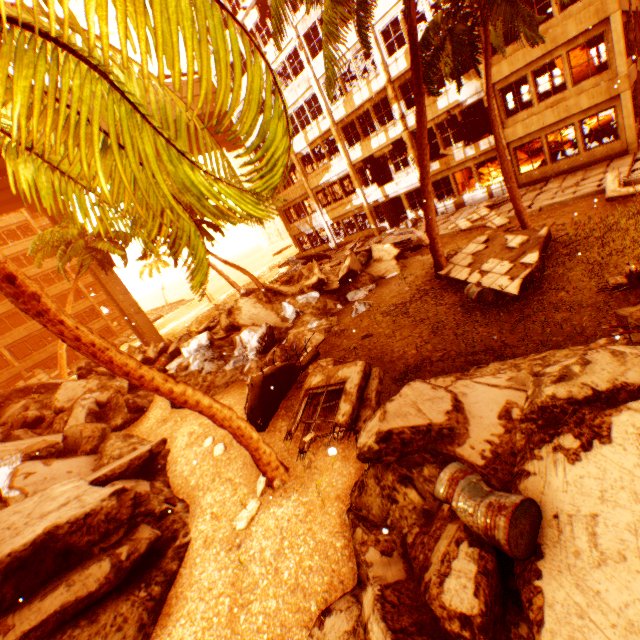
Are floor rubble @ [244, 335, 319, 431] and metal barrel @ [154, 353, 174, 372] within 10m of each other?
yes

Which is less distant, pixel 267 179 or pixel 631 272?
pixel 267 179

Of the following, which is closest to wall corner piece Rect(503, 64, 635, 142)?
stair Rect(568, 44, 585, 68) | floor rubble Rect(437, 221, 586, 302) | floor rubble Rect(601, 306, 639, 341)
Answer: stair Rect(568, 44, 585, 68)

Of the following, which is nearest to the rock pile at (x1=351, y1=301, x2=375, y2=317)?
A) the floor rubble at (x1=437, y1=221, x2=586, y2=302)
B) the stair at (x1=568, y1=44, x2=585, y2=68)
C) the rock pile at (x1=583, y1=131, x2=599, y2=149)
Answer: the floor rubble at (x1=437, y1=221, x2=586, y2=302)

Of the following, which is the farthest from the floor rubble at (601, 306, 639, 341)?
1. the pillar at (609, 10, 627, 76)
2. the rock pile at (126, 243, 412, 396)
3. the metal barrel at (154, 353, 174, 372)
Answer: the metal barrel at (154, 353, 174, 372)

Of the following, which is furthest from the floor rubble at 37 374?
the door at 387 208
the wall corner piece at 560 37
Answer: the wall corner piece at 560 37

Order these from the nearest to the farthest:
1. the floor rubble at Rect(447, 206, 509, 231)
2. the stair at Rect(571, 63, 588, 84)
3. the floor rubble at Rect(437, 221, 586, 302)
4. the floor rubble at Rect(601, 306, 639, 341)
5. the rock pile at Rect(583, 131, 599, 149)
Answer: the floor rubble at Rect(601, 306, 639, 341) → the floor rubble at Rect(437, 221, 586, 302) → the floor rubble at Rect(447, 206, 509, 231) → the rock pile at Rect(583, 131, 599, 149) → the stair at Rect(571, 63, 588, 84)

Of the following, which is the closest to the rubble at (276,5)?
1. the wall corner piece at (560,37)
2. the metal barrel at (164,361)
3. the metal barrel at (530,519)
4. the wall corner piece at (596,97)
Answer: the wall corner piece at (560,37)
